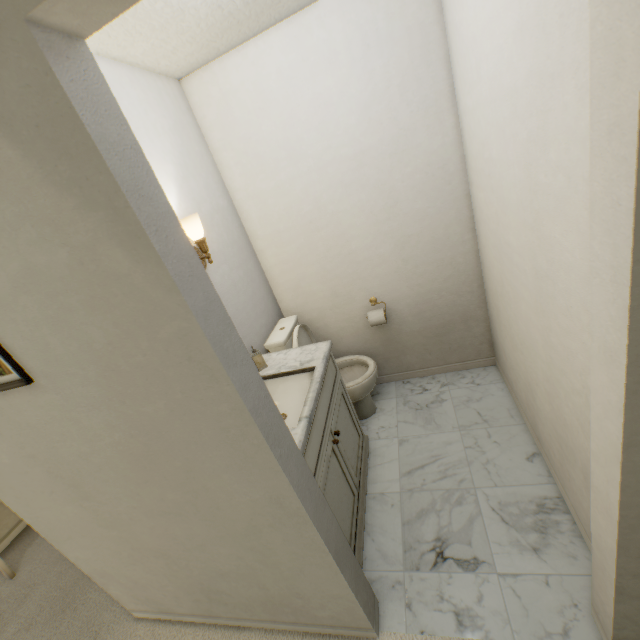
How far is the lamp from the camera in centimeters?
158cm

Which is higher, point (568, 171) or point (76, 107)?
point (76, 107)

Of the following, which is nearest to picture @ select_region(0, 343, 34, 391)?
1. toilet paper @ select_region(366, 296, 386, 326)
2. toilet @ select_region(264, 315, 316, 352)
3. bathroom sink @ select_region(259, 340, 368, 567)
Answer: bathroom sink @ select_region(259, 340, 368, 567)

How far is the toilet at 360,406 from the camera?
2.2m

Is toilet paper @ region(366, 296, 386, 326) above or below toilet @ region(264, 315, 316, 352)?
below

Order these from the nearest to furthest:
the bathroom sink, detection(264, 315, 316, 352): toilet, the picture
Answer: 1. the picture
2. the bathroom sink
3. detection(264, 315, 316, 352): toilet

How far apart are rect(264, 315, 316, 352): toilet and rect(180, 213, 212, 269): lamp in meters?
0.7

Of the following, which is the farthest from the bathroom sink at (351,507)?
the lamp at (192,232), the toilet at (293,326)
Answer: the lamp at (192,232)
